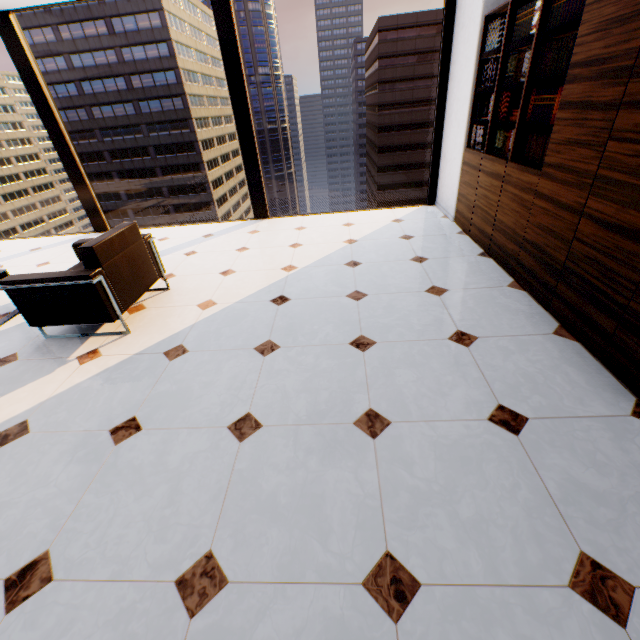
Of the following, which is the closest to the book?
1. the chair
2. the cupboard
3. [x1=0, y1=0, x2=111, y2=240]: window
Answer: the cupboard

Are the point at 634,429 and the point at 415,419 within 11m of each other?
yes

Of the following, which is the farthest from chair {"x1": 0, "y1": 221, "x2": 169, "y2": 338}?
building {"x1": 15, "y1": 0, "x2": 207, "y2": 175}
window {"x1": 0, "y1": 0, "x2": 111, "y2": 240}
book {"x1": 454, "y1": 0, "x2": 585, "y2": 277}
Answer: building {"x1": 15, "y1": 0, "x2": 207, "y2": 175}

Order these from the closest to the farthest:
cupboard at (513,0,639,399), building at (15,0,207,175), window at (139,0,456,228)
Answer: cupboard at (513,0,639,399) < window at (139,0,456,228) < building at (15,0,207,175)

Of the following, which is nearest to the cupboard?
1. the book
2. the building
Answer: the book

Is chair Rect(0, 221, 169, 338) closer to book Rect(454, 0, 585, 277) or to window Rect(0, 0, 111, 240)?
window Rect(0, 0, 111, 240)

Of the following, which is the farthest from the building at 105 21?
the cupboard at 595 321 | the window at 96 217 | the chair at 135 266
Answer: the cupboard at 595 321

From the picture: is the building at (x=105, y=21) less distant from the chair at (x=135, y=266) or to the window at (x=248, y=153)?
the window at (x=248, y=153)
